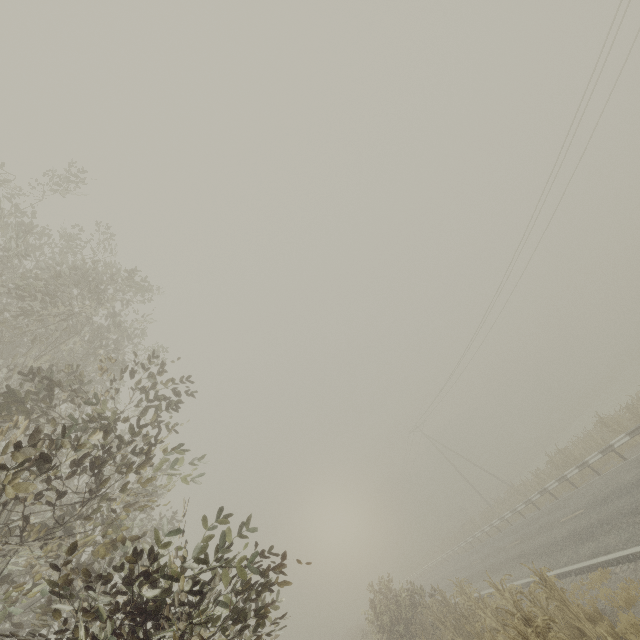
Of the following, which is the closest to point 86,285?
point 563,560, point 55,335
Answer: point 55,335
